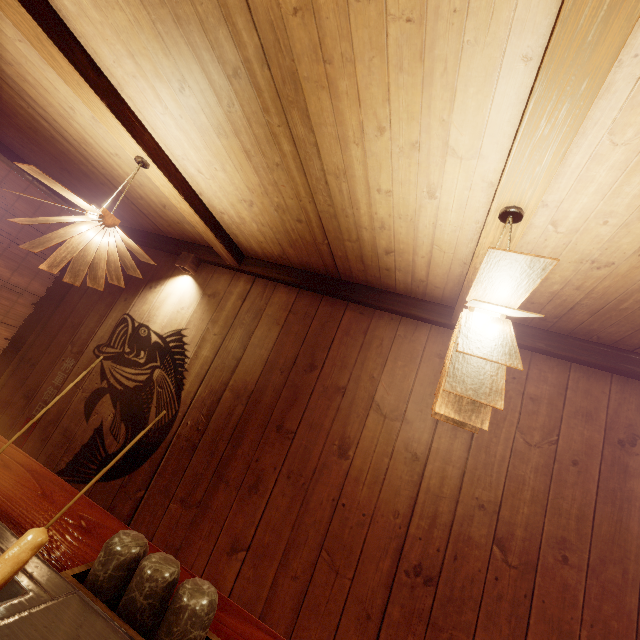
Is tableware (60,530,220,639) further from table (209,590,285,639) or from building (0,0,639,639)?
building (0,0,639,639)

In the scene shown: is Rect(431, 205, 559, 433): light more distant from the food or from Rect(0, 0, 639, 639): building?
the food

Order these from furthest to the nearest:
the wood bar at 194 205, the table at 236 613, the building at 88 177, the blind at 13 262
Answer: the blind at 13 262, the building at 88 177, the wood bar at 194 205, the table at 236 613

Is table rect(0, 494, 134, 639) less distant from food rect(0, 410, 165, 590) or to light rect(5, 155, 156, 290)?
food rect(0, 410, 165, 590)

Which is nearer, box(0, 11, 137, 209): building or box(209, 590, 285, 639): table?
box(209, 590, 285, 639): table

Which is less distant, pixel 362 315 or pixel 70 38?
pixel 70 38

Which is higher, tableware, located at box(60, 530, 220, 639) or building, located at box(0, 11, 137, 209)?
building, located at box(0, 11, 137, 209)

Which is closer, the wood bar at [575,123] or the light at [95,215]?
the wood bar at [575,123]
